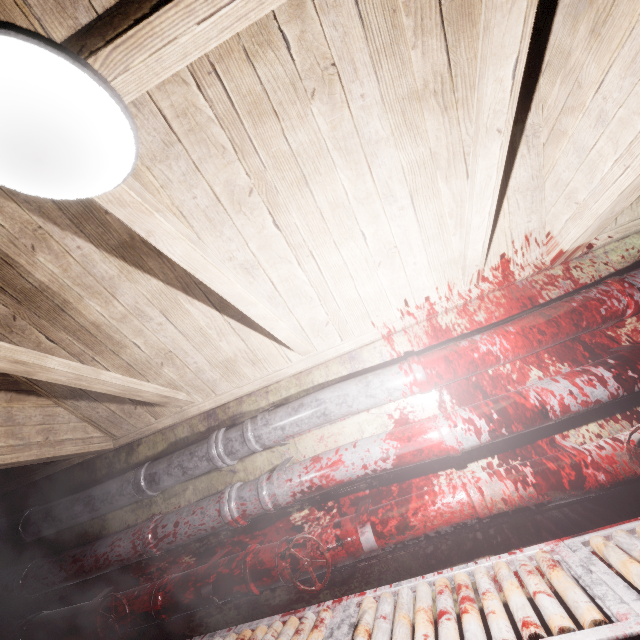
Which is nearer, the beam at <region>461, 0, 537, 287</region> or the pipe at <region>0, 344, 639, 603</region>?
the beam at <region>461, 0, 537, 287</region>

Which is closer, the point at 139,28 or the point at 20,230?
the point at 139,28

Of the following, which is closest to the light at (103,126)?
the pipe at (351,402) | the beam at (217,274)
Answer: the beam at (217,274)

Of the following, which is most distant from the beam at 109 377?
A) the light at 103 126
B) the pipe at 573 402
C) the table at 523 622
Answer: the table at 523 622

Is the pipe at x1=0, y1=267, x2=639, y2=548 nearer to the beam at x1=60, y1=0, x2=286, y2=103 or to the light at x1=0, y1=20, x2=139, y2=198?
the beam at x1=60, y1=0, x2=286, y2=103

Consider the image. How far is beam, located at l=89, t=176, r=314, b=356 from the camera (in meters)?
0.85

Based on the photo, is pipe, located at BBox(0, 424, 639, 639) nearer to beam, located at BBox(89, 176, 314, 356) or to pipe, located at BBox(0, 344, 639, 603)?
pipe, located at BBox(0, 344, 639, 603)

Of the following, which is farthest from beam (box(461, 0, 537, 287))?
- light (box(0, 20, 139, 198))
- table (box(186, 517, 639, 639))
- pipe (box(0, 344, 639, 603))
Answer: table (box(186, 517, 639, 639))
